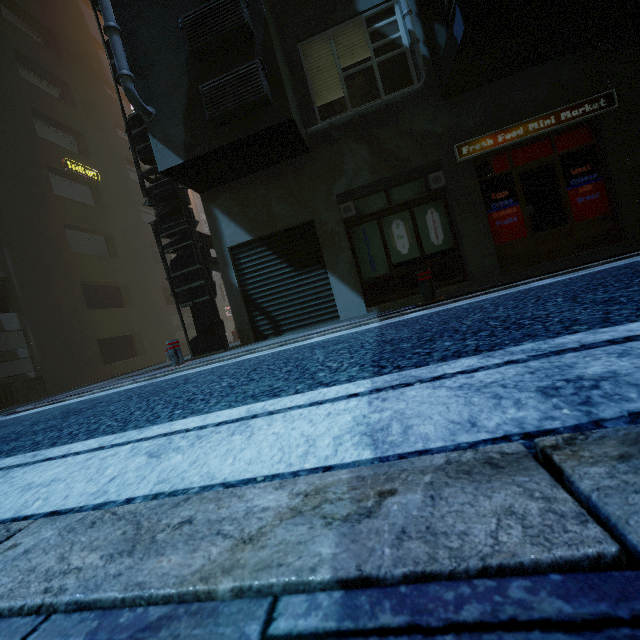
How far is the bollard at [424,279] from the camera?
5.3m

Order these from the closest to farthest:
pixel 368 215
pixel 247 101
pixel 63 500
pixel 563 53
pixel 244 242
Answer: pixel 63 500
pixel 247 101
pixel 563 53
pixel 368 215
pixel 244 242

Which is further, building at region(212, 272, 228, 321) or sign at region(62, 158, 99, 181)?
building at region(212, 272, 228, 321)

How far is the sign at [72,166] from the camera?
17.06m

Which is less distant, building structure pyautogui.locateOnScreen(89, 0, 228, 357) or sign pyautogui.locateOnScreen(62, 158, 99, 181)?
building structure pyautogui.locateOnScreen(89, 0, 228, 357)

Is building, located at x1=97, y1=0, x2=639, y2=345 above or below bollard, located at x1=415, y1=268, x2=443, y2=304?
above

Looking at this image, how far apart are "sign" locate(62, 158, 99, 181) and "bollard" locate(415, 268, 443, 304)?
20.2 meters

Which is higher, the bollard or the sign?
the sign
